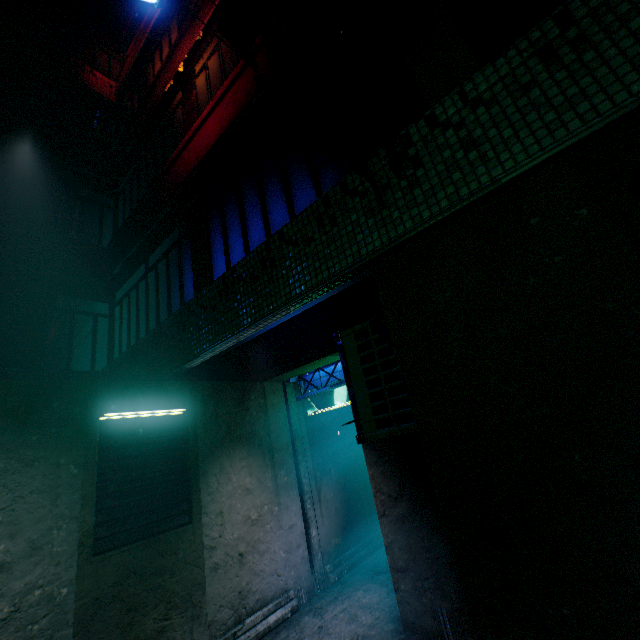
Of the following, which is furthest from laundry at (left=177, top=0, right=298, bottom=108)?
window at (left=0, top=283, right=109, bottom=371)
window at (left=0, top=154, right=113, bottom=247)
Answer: window at (left=0, top=154, right=113, bottom=247)

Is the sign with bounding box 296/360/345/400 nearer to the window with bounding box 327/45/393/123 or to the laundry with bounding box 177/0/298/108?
the window with bounding box 327/45/393/123

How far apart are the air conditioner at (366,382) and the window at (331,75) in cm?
135

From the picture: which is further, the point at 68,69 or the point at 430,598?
the point at 68,69

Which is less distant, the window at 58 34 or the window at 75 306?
the window at 75 306

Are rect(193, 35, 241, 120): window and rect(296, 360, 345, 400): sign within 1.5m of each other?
no

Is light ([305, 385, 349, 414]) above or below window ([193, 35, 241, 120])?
below

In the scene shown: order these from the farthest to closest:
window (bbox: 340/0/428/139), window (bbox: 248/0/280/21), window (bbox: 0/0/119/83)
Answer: window (bbox: 0/0/119/83), window (bbox: 248/0/280/21), window (bbox: 340/0/428/139)
